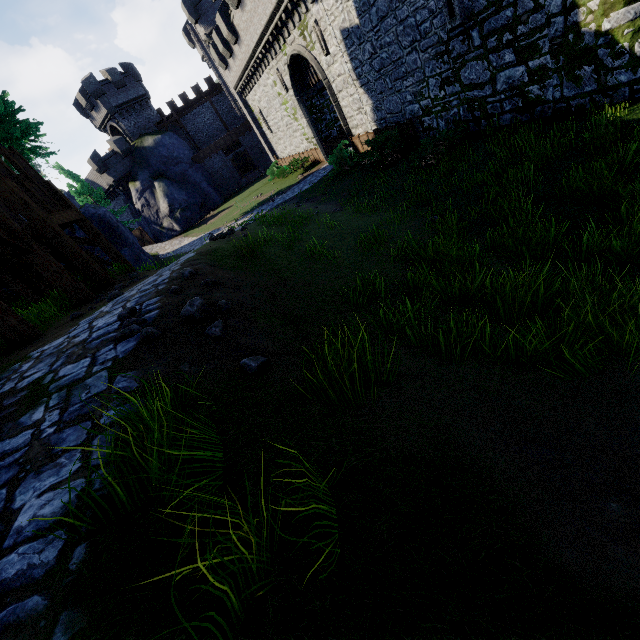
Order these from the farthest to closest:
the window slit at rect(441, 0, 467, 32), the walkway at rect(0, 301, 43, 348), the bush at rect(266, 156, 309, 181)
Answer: the bush at rect(266, 156, 309, 181) → the window slit at rect(441, 0, 467, 32) → the walkway at rect(0, 301, 43, 348)

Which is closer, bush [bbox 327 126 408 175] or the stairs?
the stairs

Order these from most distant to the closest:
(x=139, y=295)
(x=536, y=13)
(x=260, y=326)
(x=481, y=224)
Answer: (x=536, y=13), (x=481, y=224), (x=139, y=295), (x=260, y=326)

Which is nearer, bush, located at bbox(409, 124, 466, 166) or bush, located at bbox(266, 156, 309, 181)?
bush, located at bbox(409, 124, 466, 166)

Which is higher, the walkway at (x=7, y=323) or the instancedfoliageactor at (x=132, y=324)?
the walkway at (x=7, y=323)

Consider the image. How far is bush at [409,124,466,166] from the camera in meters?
11.4

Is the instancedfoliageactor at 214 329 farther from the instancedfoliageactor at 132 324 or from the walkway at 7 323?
the walkway at 7 323

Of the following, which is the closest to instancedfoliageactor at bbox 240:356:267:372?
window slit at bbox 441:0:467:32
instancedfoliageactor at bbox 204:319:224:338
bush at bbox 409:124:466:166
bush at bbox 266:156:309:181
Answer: instancedfoliageactor at bbox 204:319:224:338
